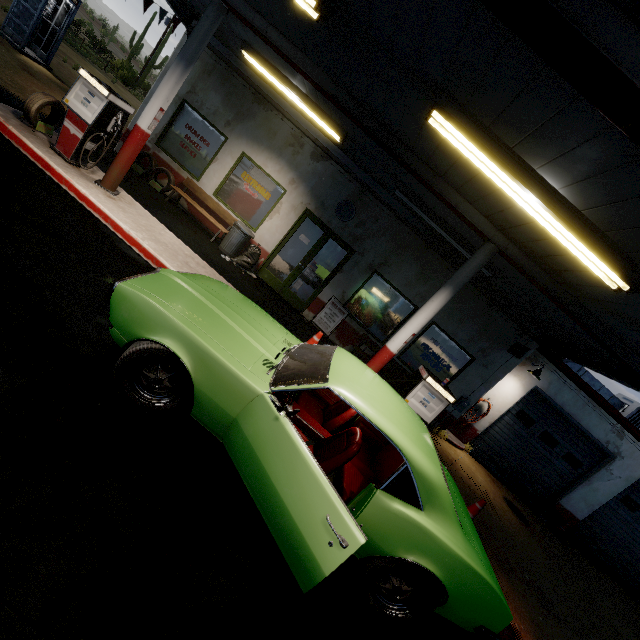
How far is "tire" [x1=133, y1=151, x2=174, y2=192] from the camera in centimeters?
931cm

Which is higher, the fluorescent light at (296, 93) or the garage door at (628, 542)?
the fluorescent light at (296, 93)

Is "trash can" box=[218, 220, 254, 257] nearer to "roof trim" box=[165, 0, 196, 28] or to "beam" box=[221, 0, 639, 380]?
"roof trim" box=[165, 0, 196, 28]

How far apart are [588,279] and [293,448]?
4.67m

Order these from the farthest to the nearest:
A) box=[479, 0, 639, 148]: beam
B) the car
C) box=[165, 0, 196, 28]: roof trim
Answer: box=[165, 0, 196, 28]: roof trim < the car < box=[479, 0, 639, 148]: beam

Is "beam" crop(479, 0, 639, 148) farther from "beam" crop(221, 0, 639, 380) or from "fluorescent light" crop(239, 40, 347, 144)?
"fluorescent light" crop(239, 40, 347, 144)

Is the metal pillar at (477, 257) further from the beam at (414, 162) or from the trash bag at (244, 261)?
the trash bag at (244, 261)

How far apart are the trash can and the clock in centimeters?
247cm
